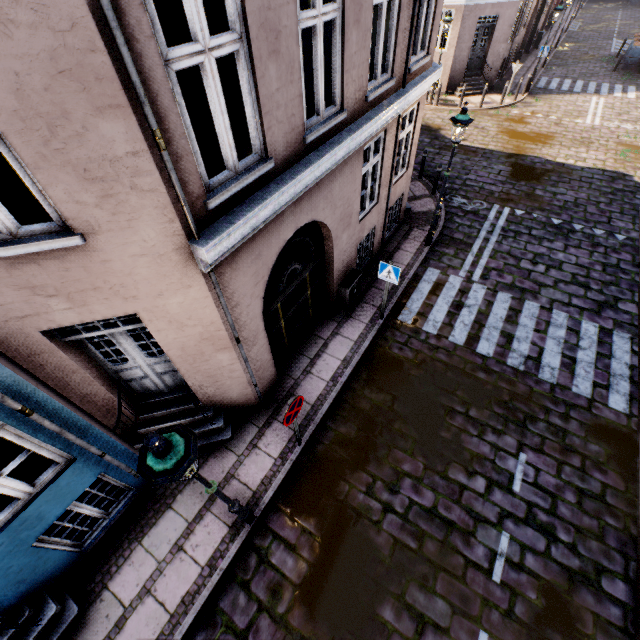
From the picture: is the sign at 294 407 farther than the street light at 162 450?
Yes

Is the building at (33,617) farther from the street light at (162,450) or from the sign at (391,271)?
the street light at (162,450)

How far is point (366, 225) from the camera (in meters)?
8.27

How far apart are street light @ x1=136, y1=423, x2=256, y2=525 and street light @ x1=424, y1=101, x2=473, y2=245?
8.5 meters

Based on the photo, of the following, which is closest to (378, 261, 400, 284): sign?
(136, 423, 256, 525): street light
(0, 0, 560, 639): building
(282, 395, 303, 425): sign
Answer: (0, 0, 560, 639): building

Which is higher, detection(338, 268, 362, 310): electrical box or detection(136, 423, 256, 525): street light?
detection(136, 423, 256, 525): street light

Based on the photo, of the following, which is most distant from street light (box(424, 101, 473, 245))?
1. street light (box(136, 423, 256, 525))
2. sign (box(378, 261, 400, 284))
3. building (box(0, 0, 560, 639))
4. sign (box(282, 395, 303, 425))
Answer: street light (box(136, 423, 256, 525))

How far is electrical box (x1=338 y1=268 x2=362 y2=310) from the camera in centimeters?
823cm
